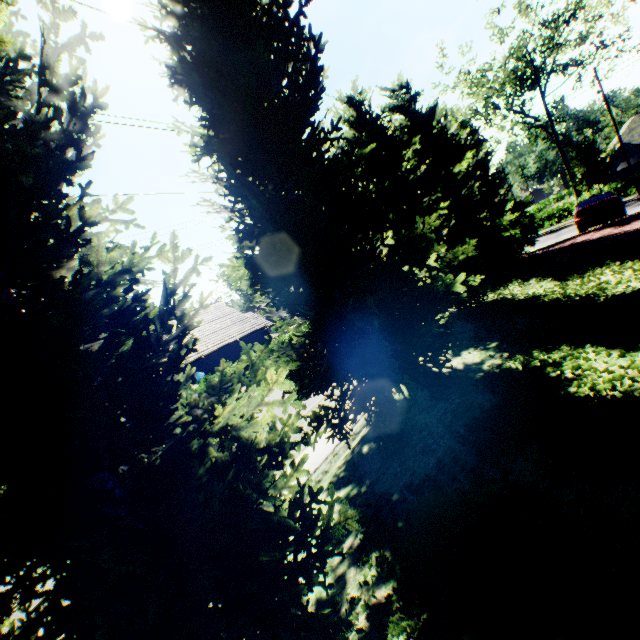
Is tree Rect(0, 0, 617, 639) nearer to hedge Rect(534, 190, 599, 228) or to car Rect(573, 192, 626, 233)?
hedge Rect(534, 190, 599, 228)

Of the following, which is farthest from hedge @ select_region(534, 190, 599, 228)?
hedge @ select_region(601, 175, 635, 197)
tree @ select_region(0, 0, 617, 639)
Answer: tree @ select_region(0, 0, 617, 639)

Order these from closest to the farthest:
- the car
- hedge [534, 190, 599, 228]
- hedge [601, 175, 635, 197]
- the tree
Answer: the tree, the car, hedge [601, 175, 635, 197], hedge [534, 190, 599, 228]

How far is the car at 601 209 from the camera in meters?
15.4 m

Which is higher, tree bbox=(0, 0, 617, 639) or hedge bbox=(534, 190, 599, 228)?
tree bbox=(0, 0, 617, 639)

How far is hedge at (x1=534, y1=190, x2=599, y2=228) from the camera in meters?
33.7

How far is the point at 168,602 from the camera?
3.0 meters

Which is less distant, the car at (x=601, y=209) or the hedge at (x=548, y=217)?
the car at (x=601, y=209)
